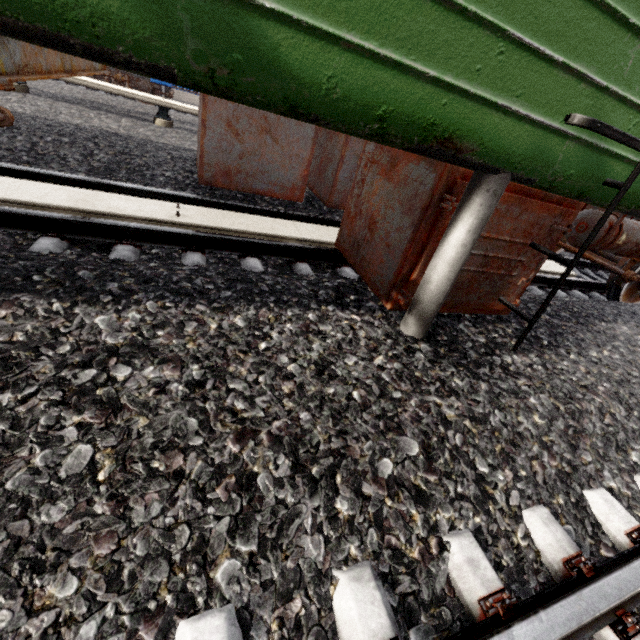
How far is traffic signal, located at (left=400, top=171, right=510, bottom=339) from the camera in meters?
1.8

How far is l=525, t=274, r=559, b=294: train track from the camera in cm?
448

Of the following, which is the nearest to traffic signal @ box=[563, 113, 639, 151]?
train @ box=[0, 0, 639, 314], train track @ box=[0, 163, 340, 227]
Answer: train @ box=[0, 0, 639, 314]

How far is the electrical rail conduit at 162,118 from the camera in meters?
6.1 m

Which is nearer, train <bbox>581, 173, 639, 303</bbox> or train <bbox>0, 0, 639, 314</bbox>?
train <bbox>0, 0, 639, 314</bbox>

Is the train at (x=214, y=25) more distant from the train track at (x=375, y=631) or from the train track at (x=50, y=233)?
the train track at (x=375, y=631)

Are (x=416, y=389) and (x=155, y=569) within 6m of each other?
yes

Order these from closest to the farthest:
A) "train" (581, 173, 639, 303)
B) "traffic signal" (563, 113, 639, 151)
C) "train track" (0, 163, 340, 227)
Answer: "traffic signal" (563, 113, 639, 151) < "train" (581, 173, 639, 303) < "train track" (0, 163, 340, 227)
